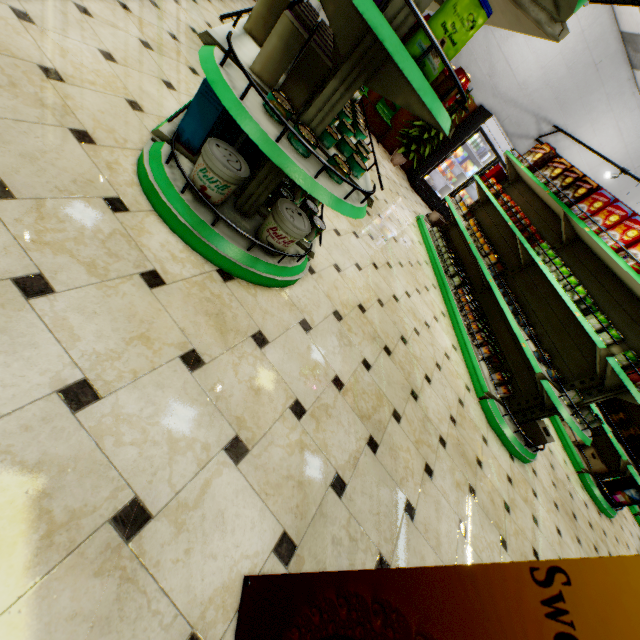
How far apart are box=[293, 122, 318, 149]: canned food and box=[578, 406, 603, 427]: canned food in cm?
369

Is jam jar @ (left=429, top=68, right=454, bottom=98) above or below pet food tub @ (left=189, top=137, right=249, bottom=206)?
above

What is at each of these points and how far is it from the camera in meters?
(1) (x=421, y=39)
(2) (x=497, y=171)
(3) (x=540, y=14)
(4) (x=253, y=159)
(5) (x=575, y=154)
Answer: (1) bagged pet food, 1.3
(2) boxed food, 6.1
(3) shelf, 1.5
(4) boxed pet food, 2.3
(5) building, 8.8

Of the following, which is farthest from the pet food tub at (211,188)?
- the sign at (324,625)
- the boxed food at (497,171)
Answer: the boxed food at (497,171)

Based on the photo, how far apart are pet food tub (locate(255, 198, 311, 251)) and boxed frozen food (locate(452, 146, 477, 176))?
8.1 meters

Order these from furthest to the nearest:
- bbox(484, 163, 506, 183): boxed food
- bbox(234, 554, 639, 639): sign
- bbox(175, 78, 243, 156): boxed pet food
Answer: bbox(484, 163, 506, 183): boxed food → bbox(175, 78, 243, 156): boxed pet food → bbox(234, 554, 639, 639): sign

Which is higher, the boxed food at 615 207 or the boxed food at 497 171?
the boxed food at 615 207

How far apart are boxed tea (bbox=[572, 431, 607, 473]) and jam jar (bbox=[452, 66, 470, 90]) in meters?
6.3 m
